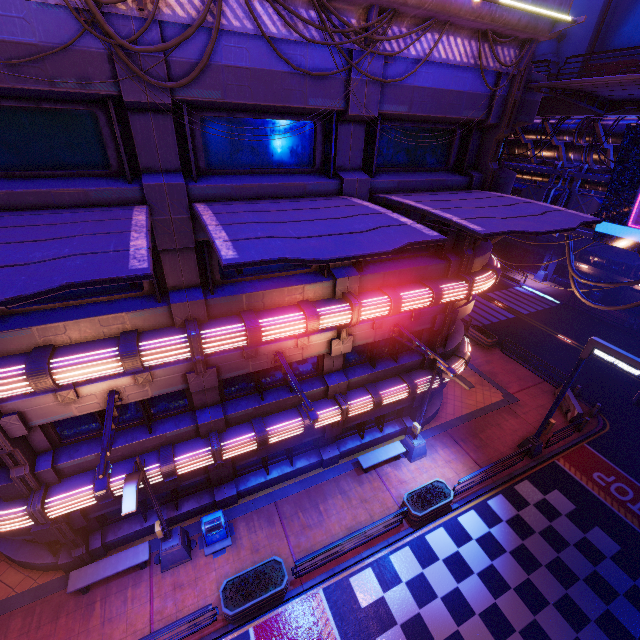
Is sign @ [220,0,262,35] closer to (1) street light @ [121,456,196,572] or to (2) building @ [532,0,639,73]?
(1) street light @ [121,456,196,572]

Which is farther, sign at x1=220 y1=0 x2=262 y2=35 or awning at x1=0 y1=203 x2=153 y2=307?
sign at x1=220 y1=0 x2=262 y2=35

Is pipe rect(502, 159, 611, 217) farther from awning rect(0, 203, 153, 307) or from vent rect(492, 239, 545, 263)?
vent rect(492, 239, 545, 263)

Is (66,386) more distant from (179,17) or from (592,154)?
(592,154)

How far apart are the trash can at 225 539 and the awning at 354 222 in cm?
1094

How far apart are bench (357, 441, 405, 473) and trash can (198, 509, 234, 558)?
6.10m

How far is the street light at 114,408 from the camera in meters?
6.8 m

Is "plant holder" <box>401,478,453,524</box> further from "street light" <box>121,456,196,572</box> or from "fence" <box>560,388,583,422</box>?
"fence" <box>560,388,583,422</box>
